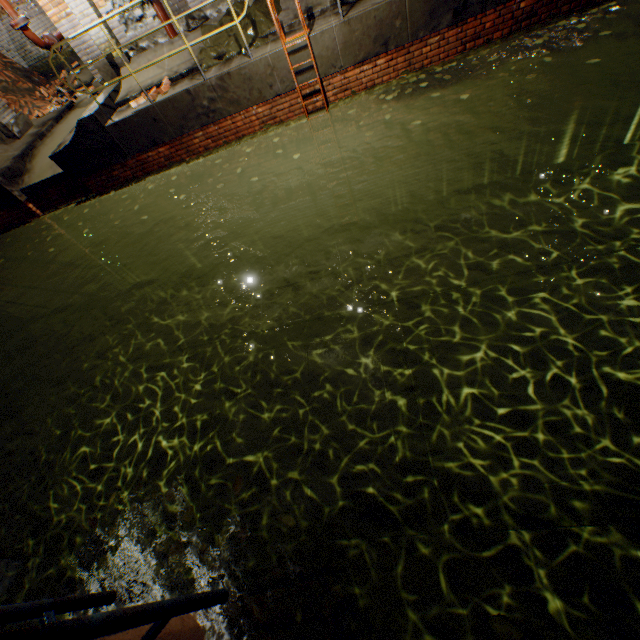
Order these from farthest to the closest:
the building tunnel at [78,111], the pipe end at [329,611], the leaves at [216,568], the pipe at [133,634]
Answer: the building tunnel at [78,111]
the pipe end at [329,611]
the leaves at [216,568]
the pipe at [133,634]

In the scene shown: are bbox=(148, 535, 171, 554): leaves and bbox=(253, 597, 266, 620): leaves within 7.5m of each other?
yes

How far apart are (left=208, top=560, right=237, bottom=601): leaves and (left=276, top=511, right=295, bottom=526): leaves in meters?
0.3

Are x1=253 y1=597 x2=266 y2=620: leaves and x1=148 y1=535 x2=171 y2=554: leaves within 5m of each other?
yes

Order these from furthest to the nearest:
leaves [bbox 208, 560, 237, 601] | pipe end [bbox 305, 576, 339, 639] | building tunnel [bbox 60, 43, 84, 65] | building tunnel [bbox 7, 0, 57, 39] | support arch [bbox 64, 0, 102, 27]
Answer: building tunnel [bbox 60, 43, 84, 65] → building tunnel [bbox 7, 0, 57, 39] → support arch [bbox 64, 0, 102, 27] → pipe end [bbox 305, 576, 339, 639] → leaves [bbox 208, 560, 237, 601]

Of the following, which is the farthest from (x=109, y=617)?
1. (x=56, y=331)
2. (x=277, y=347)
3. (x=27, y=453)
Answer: (x=56, y=331)

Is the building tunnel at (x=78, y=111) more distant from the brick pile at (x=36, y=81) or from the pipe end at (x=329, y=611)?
the pipe end at (x=329, y=611)

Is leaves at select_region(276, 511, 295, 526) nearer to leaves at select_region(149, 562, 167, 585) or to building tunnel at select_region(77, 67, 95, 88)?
leaves at select_region(149, 562, 167, 585)
